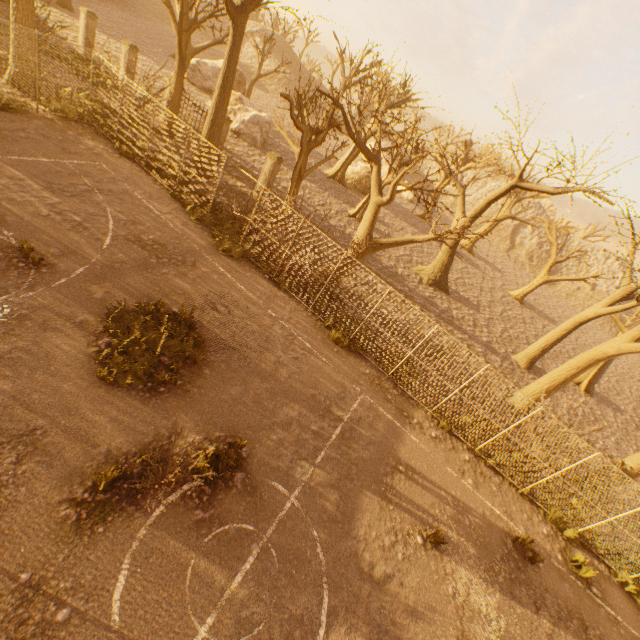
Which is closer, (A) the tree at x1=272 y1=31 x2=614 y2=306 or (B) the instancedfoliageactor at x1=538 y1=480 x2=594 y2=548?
(B) the instancedfoliageactor at x1=538 y1=480 x2=594 y2=548

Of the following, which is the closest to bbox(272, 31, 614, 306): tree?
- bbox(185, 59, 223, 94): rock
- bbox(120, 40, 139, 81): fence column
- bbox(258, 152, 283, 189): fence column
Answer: bbox(185, 59, 223, 94): rock

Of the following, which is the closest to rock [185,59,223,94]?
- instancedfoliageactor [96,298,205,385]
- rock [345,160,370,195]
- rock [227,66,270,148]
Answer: rock [227,66,270,148]

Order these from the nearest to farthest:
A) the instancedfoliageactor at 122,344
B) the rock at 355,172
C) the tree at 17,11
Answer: the instancedfoliageactor at 122,344
the tree at 17,11
the rock at 355,172

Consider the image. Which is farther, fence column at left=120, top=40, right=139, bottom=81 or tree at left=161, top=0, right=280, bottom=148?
fence column at left=120, top=40, right=139, bottom=81

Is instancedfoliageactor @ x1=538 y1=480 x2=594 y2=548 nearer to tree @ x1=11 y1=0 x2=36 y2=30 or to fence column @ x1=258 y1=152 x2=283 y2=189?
tree @ x1=11 y1=0 x2=36 y2=30

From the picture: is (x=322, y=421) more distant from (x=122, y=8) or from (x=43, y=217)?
(x=122, y=8)

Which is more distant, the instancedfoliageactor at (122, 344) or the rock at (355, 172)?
the rock at (355, 172)
